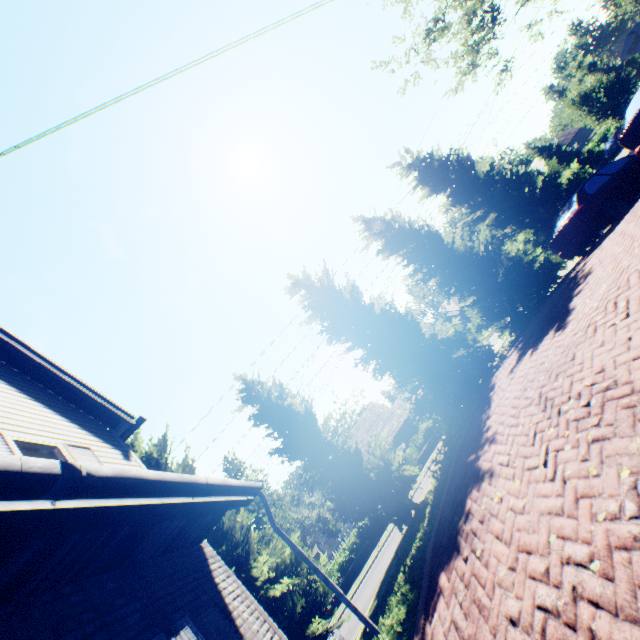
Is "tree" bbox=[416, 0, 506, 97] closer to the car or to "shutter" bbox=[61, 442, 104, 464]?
the car

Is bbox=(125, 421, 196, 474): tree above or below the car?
above

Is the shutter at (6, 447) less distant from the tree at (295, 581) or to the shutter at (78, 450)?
the shutter at (78, 450)

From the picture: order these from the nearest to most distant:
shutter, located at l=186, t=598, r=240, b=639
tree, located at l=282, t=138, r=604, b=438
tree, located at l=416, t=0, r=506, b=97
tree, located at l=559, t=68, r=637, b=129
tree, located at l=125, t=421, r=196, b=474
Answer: shutter, located at l=186, t=598, r=240, b=639 < tree, located at l=125, t=421, r=196, b=474 < tree, located at l=282, t=138, r=604, b=438 < tree, located at l=559, t=68, r=637, b=129 < tree, located at l=416, t=0, r=506, b=97

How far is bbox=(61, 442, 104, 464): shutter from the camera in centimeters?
549cm

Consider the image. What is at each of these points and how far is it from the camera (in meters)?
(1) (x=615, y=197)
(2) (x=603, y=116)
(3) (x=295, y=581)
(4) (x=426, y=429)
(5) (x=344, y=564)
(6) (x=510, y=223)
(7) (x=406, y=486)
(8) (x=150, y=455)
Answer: (1) car, 9.64
(2) tree, 23.39
(3) tree, 9.87
(4) hedge, 29.42
(5) hedge, 25.55
(6) tree, 18.09
(7) tree, 11.74
(8) tree, 12.79

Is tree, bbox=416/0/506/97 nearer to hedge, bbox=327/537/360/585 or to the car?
the car

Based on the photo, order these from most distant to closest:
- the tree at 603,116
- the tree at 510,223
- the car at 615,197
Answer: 1. the tree at 603,116
2. the tree at 510,223
3. the car at 615,197
